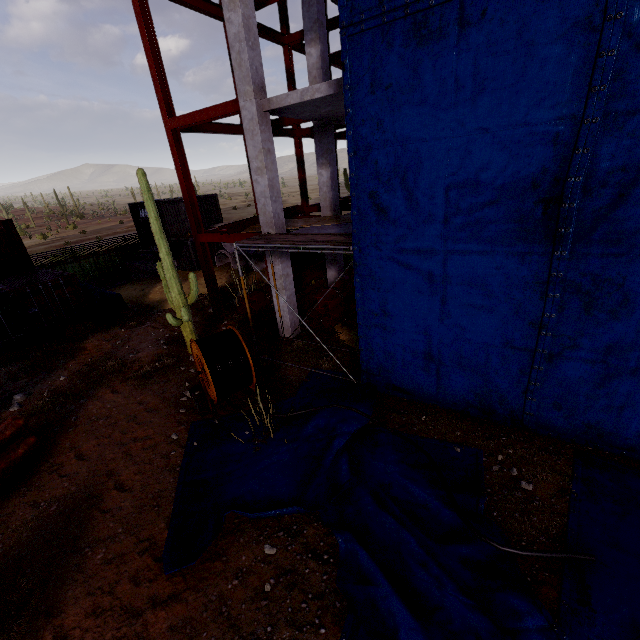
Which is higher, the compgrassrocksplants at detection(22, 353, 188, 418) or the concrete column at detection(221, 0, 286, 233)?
the concrete column at detection(221, 0, 286, 233)

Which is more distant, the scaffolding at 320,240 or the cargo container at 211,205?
the cargo container at 211,205

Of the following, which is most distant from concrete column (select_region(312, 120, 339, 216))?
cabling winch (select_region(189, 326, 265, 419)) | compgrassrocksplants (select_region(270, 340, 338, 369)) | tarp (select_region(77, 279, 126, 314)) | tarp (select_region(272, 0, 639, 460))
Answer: tarp (select_region(77, 279, 126, 314))

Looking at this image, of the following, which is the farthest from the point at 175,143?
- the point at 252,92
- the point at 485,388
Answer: the point at 485,388

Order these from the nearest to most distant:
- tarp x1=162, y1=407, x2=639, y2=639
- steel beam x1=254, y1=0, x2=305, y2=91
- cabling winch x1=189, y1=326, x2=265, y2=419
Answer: tarp x1=162, y1=407, x2=639, y2=639 → cabling winch x1=189, y1=326, x2=265, y2=419 → steel beam x1=254, y1=0, x2=305, y2=91

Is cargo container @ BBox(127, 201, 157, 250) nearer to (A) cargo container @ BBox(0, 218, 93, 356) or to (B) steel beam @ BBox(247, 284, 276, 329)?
(B) steel beam @ BBox(247, 284, 276, 329)

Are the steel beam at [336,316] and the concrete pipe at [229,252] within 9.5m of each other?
no

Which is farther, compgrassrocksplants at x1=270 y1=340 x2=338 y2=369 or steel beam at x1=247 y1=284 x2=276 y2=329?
steel beam at x1=247 y1=284 x2=276 y2=329
